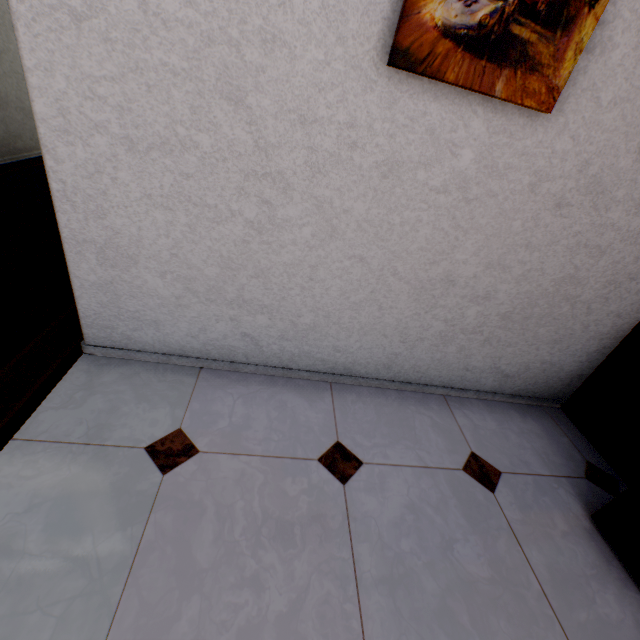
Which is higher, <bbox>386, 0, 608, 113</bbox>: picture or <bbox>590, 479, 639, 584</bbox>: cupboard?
<bbox>386, 0, 608, 113</bbox>: picture

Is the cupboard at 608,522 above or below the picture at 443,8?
below

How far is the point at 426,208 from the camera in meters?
1.4
